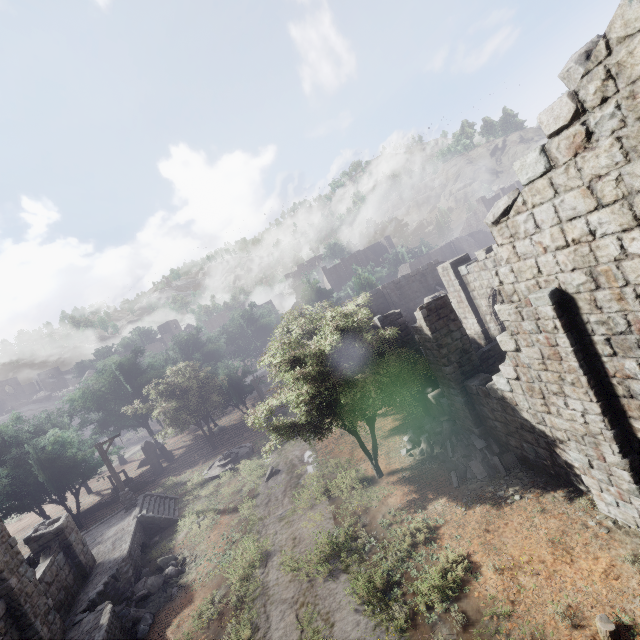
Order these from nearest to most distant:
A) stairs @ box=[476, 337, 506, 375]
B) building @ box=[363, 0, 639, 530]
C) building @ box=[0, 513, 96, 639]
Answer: building @ box=[363, 0, 639, 530]
building @ box=[0, 513, 96, 639]
stairs @ box=[476, 337, 506, 375]

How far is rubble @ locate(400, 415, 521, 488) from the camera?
11.2 meters

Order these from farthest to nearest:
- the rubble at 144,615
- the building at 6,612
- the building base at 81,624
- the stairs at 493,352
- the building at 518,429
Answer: the stairs at 493,352 → the rubble at 144,615 → the building base at 81,624 → the building at 6,612 → the building at 518,429

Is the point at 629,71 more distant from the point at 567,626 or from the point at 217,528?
the point at 217,528

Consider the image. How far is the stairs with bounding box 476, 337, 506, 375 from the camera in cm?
1614

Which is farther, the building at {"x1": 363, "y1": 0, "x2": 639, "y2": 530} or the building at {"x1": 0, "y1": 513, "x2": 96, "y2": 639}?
the building at {"x1": 0, "y1": 513, "x2": 96, "y2": 639}

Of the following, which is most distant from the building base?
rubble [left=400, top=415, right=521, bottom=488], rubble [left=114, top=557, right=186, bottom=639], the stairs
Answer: the stairs

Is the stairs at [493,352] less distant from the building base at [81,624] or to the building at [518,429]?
the building at [518,429]
